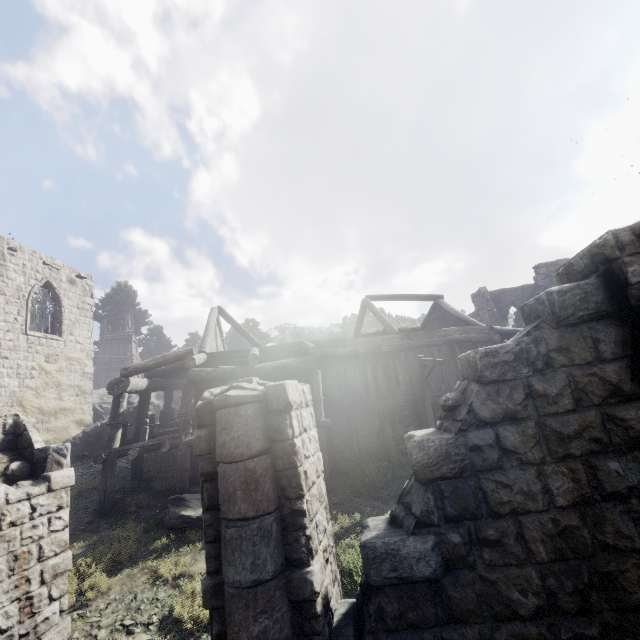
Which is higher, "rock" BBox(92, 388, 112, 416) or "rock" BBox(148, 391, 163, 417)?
"rock" BBox(92, 388, 112, 416)

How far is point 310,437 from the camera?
4.61m

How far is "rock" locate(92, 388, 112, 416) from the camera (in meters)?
30.39

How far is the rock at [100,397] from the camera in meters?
30.4 m

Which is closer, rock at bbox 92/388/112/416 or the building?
the building

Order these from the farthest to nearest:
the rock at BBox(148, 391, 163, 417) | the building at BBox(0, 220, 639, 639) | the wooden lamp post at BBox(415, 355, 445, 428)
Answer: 1. the rock at BBox(148, 391, 163, 417)
2. the wooden lamp post at BBox(415, 355, 445, 428)
3. the building at BBox(0, 220, 639, 639)

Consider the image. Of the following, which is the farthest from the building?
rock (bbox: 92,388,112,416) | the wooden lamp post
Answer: rock (bbox: 92,388,112,416)

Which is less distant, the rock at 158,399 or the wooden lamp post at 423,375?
the wooden lamp post at 423,375
